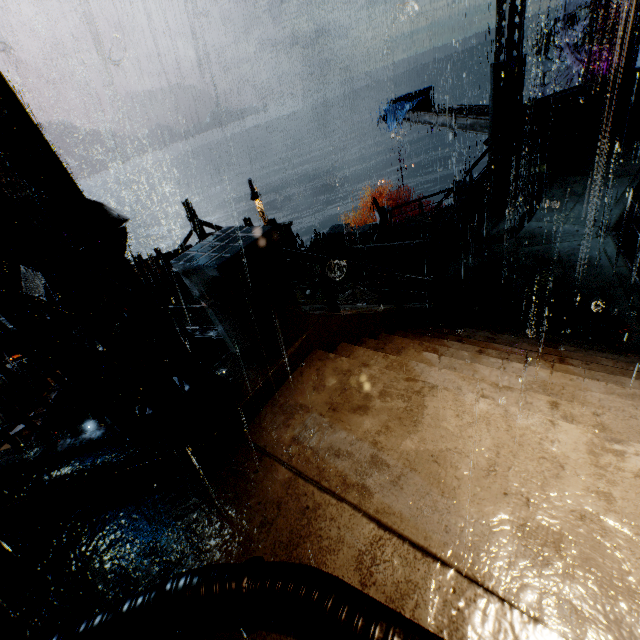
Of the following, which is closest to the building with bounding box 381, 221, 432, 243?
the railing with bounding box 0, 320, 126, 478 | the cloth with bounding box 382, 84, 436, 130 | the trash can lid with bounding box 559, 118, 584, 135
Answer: the railing with bounding box 0, 320, 126, 478

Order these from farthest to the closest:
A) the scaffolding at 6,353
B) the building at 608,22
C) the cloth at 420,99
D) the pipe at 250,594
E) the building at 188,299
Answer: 1. the cloth at 420,99
2. the building at 188,299
3. the building at 608,22
4. the scaffolding at 6,353
5. the pipe at 250,594

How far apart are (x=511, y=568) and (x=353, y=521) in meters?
1.1 m

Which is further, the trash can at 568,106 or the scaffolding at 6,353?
the trash can at 568,106

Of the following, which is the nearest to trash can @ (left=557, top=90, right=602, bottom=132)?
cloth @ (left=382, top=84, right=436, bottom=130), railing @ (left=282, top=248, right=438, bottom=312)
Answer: cloth @ (left=382, top=84, right=436, bottom=130)

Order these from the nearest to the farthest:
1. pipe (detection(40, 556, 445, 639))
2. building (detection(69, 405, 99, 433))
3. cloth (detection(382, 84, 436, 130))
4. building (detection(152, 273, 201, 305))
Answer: pipe (detection(40, 556, 445, 639))
building (detection(69, 405, 99, 433))
building (detection(152, 273, 201, 305))
cloth (detection(382, 84, 436, 130))

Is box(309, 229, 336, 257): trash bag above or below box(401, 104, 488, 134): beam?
below

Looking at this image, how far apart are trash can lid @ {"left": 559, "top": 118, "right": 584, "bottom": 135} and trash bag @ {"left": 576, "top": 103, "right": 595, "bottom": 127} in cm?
1
